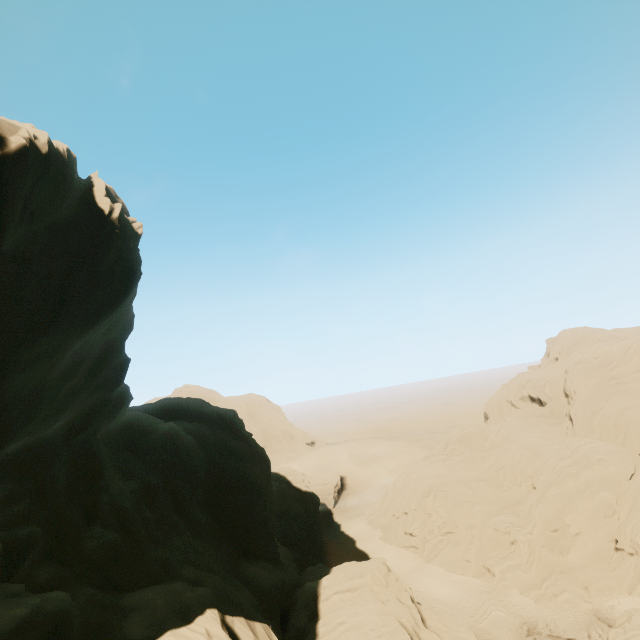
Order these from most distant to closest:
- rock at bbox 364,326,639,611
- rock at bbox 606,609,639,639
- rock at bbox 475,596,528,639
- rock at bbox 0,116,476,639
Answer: rock at bbox 364,326,639,611
rock at bbox 475,596,528,639
rock at bbox 606,609,639,639
rock at bbox 0,116,476,639

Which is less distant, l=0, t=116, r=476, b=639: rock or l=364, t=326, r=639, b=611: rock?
l=0, t=116, r=476, b=639: rock

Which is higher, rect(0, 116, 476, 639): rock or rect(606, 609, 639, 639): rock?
rect(0, 116, 476, 639): rock

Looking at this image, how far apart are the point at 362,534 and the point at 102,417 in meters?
46.1 m

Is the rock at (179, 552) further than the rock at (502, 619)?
No

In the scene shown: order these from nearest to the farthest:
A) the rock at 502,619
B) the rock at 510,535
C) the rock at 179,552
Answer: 1. the rock at 179,552
2. the rock at 502,619
3. the rock at 510,535
